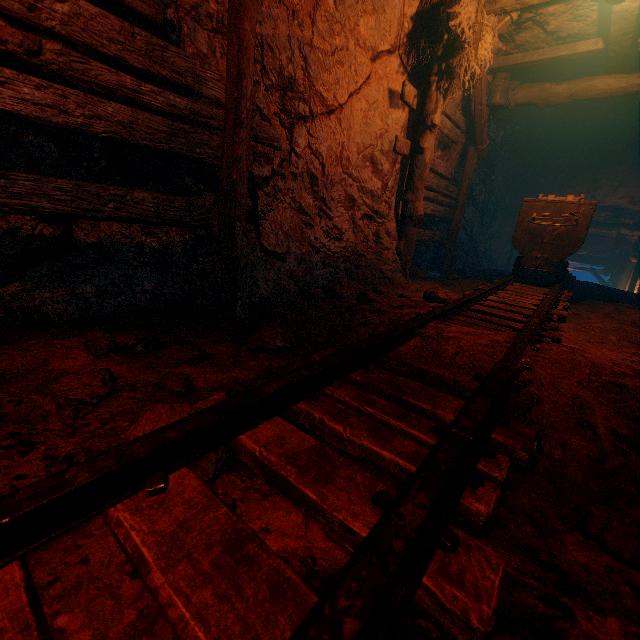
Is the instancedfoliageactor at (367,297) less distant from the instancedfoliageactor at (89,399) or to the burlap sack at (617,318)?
the burlap sack at (617,318)

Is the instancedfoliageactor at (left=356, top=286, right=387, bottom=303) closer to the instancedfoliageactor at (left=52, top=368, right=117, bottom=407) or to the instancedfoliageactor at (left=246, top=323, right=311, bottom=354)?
A: the instancedfoliageactor at (left=246, top=323, right=311, bottom=354)

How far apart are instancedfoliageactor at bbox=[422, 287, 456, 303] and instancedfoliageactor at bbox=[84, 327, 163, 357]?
2.97m

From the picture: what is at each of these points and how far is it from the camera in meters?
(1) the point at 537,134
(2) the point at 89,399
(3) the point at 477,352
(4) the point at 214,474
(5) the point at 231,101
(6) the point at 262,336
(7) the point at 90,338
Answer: (1) z, 10.2
(2) instancedfoliageactor, 1.5
(3) burlap sack, 2.2
(4) instancedfoliageactor, 1.2
(5) burlap sack, 2.6
(6) instancedfoliageactor, 2.4
(7) instancedfoliageactor, 2.0

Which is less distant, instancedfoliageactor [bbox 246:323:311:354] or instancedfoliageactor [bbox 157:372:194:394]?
instancedfoliageactor [bbox 157:372:194:394]

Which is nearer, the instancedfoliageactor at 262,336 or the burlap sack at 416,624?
→ the burlap sack at 416,624

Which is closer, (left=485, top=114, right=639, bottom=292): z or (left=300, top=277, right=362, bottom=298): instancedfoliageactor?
(left=300, top=277, right=362, bottom=298): instancedfoliageactor

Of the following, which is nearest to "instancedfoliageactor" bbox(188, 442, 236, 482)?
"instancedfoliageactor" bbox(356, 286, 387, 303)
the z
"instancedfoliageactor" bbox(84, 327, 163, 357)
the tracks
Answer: the tracks
